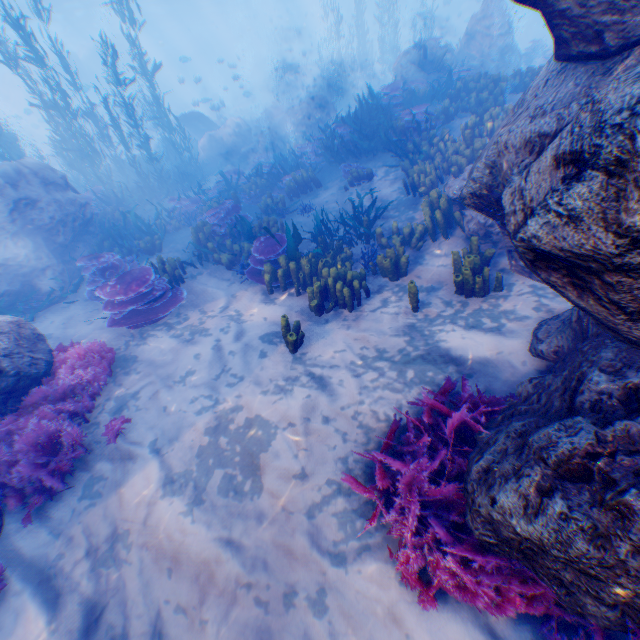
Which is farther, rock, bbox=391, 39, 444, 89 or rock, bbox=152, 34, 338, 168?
rock, bbox=152, 34, 338, 168

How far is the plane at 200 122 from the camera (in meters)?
18.98

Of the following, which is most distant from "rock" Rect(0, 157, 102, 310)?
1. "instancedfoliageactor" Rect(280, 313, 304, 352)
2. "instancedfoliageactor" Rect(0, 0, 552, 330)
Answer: "instancedfoliageactor" Rect(280, 313, 304, 352)

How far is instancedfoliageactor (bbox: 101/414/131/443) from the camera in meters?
4.5

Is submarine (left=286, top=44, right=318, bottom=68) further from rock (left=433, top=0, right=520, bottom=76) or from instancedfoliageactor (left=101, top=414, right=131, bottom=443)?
instancedfoliageactor (left=101, top=414, right=131, bottom=443)

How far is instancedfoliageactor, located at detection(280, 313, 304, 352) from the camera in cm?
509

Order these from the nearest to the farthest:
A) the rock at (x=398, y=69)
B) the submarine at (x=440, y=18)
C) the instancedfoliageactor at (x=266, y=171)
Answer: the instancedfoliageactor at (x=266, y=171), the rock at (x=398, y=69), the submarine at (x=440, y=18)

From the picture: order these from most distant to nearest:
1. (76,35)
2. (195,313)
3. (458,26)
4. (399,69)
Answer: (76,35) → (458,26) → (399,69) → (195,313)
